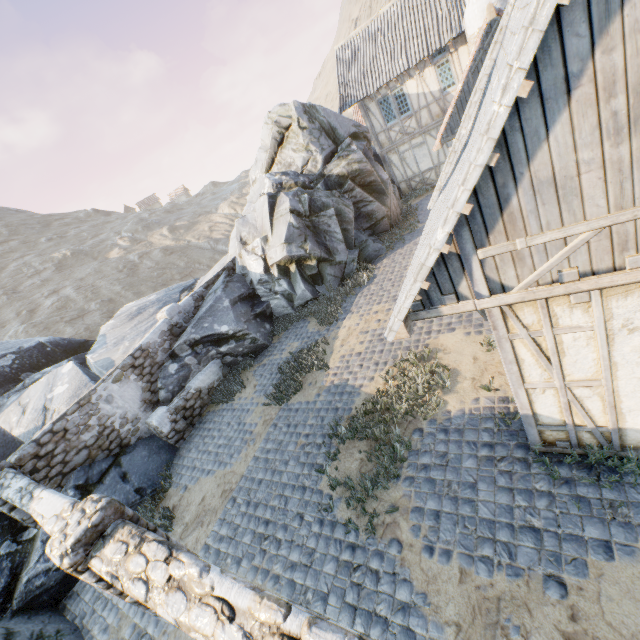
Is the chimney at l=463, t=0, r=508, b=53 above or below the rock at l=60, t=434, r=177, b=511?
above

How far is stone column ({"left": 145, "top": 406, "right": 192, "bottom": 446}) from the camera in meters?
9.9 m

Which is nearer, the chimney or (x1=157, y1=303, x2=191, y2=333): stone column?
(x1=157, y1=303, x2=191, y2=333): stone column

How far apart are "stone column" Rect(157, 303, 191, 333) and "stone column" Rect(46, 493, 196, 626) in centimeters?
817cm

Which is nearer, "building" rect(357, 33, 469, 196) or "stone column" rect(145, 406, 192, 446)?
"stone column" rect(145, 406, 192, 446)

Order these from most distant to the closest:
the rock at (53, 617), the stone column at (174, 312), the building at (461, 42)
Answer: the building at (461, 42), the stone column at (174, 312), the rock at (53, 617)

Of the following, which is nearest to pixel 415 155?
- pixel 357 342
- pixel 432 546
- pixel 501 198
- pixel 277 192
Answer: pixel 277 192

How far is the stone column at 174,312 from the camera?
11.70m
